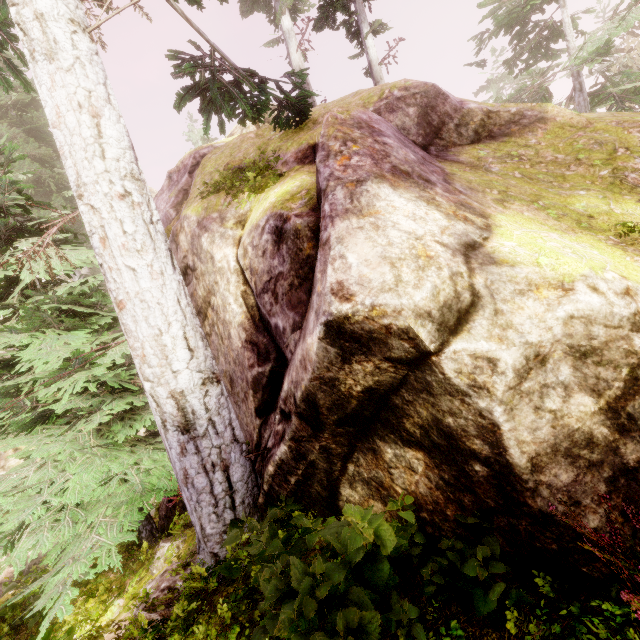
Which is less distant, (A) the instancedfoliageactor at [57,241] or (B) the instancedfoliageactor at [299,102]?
(A) the instancedfoliageactor at [57,241]

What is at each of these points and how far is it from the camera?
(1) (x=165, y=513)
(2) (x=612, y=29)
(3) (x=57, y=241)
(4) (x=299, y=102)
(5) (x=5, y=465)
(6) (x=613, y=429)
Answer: (1) rock, 5.9 meters
(2) instancedfoliageactor, 11.7 meters
(3) instancedfoliageactor, 5.6 meters
(4) instancedfoliageactor, 6.9 meters
(5) rock, 13.4 meters
(6) rock, 2.3 meters

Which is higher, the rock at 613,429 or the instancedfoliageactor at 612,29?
the instancedfoliageactor at 612,29

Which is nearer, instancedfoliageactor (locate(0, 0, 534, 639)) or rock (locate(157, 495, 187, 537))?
instancedfoliageactor (locate(0, 0, 534, 639))

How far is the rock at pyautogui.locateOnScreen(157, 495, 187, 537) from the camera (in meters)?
5.69

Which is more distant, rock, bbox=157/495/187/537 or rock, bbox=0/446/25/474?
rock, bbox=0/446/25/474

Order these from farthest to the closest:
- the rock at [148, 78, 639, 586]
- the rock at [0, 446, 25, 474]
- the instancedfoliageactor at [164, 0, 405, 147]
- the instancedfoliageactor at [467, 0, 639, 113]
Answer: the rock at [0, 446, 25, 474] → the instancedfoliageactor at [467, 0, 639, 113] → the instancedfoliageactor at [164, 0, 405, 147] → the rock at [148, 78, 639, 586]
